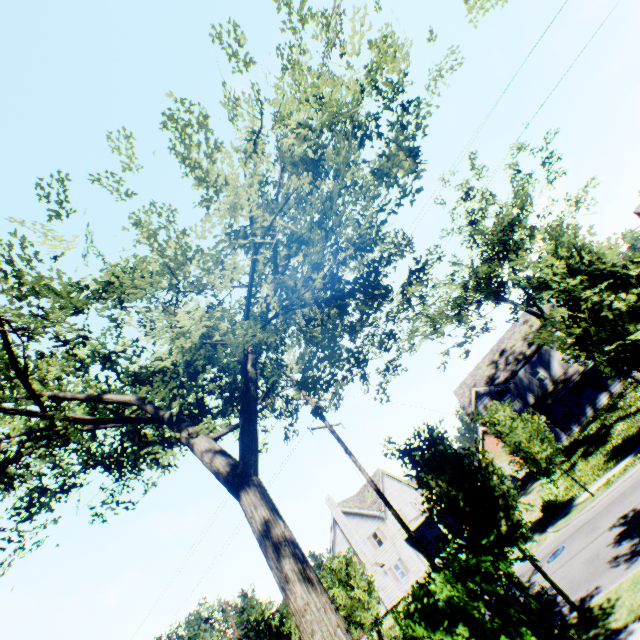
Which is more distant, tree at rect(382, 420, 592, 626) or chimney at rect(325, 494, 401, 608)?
chimney at rect(325, 494, 401, 608)

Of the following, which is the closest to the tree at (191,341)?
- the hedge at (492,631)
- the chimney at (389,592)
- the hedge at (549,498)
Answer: the hedge at (492,631)

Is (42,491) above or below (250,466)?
above

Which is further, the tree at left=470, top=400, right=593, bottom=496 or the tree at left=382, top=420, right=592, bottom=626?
the tree at left=470, top=400, right=593, bottom=496

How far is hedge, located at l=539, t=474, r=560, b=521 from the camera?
19.2 meters

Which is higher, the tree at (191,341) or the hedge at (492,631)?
the tree at (191,341)

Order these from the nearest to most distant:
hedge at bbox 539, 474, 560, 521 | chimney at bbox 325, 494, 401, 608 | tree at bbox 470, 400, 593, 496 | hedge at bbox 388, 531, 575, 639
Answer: hedge at bbox 388, 531, 575, 639 < tree at bbox 470, 400, 593, 496 < hedge at bbox 539, 474, 560, 521 < chimney at bbox 325, 494, 401, 608

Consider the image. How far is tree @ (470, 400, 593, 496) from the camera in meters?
17.2 m
